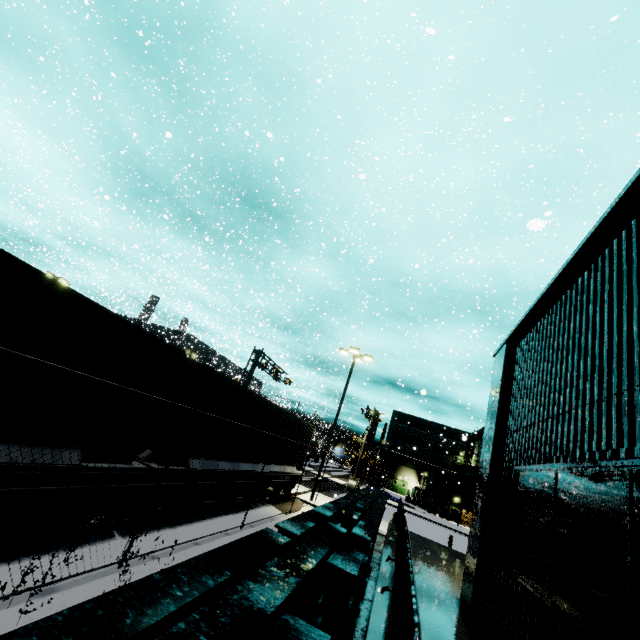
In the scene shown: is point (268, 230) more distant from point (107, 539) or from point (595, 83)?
point (107, 539)

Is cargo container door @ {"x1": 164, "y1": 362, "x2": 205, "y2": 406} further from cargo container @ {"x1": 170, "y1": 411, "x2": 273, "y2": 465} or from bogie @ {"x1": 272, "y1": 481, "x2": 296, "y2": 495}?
bogie @ {"x1": 272, "y1": 481, "x2": 296, "y2": 495}

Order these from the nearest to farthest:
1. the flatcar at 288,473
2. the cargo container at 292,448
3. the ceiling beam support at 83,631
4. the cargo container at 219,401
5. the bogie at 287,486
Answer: the ceiling beam support at 83,631, the cargo container at 219,401, the flatcar at 288,473, the cargo container at 292,448, the bogie at 287,486

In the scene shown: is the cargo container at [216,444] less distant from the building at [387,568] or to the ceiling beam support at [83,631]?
the building at [387,568]

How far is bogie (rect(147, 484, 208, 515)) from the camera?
8.1 meters

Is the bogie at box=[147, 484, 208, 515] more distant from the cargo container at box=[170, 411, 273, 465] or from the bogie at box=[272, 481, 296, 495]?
the bogie at box=[272, 481, 296, 495]

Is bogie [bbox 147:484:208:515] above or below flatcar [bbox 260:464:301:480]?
below

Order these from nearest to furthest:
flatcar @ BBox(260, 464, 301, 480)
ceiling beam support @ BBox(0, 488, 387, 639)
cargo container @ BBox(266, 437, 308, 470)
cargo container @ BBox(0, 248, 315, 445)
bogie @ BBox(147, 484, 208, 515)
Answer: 1. ceiling beam support @ BBox(0, 488, 387, 639)
2. cargo container @ BBox(0, 248, 315, 445)
3. bogie @ BBox(147, 484, 208, 515)
4. flatcar @ BBox(260, 464, 301, 480)
5. cargo container @ BBox(266, 437, 308, 470)
